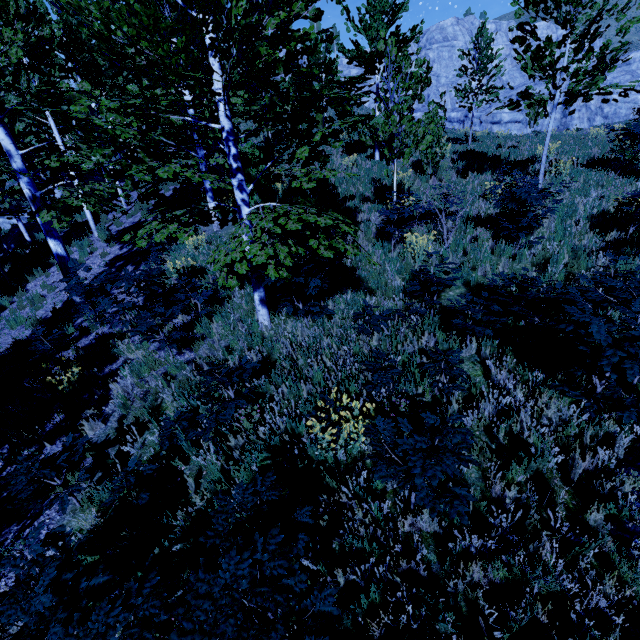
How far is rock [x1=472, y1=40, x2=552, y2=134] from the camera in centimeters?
4244cm

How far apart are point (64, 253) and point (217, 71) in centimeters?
736cm

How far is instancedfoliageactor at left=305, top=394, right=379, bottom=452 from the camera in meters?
3.5

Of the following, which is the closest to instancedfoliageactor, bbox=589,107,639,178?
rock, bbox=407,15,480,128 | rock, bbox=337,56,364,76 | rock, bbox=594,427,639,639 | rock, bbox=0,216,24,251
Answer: rock, bbox=0,216,24,251

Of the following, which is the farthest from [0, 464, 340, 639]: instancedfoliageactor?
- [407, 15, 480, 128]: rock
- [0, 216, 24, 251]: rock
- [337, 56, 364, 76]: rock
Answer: [337, 56, 364, 76]: rock

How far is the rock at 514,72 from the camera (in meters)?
42.44

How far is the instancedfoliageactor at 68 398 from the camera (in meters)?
6.15
